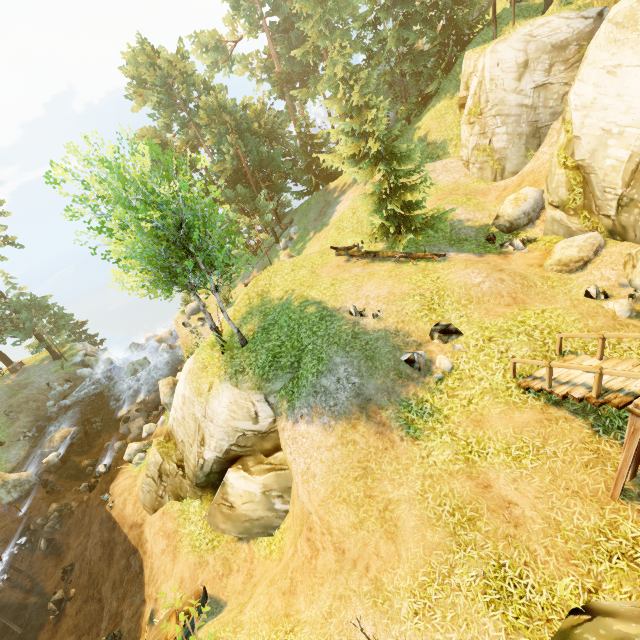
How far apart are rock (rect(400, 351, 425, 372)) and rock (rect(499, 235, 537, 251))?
7.6m

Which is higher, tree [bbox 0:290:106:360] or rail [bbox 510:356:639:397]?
rail [bbox 510:356:639:397]

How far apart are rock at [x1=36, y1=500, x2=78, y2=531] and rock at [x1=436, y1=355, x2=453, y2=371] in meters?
23.2 m

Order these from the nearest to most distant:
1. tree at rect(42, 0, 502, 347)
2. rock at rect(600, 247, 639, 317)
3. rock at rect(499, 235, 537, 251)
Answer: rock at rect(600, 247, 639, 317) < tree at rect(42, 0, 502, 347) < rock at rect(499, 235, 537, 251)

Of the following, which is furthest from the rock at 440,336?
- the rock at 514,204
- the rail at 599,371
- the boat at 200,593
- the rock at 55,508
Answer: the rock at 55,508

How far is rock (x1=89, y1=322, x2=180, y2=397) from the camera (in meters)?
29.84

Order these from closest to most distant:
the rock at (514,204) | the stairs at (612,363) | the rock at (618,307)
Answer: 1. the stairs at (612,363)
2. the rock at (618,307)
3. the rock at (514,204)

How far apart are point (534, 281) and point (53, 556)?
28.0m
